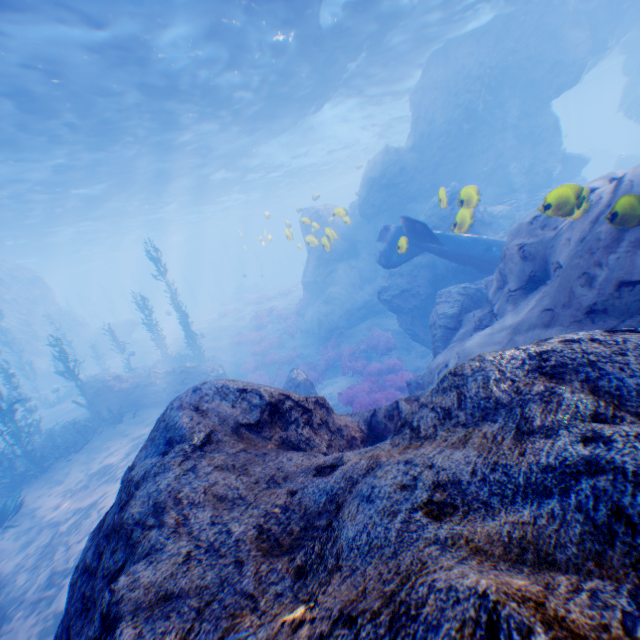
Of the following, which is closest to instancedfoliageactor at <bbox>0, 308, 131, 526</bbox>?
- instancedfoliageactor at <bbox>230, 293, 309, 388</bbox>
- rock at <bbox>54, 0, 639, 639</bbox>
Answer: rock at <bbox>54, 0, 639, 639</bbox>

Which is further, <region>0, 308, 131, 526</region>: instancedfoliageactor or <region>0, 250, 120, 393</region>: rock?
<region>0, 250, 120, 393</region>: rock

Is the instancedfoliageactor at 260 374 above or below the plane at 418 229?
below

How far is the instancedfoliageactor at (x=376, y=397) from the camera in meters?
10.8

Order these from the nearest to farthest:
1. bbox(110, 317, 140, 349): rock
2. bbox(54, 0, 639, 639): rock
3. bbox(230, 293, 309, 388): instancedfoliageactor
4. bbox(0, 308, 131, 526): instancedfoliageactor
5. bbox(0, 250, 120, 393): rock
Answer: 1. bbox(54, 0, 639, 639): rock
2. bbox(0, 308, 131, 526): instancedfoliageactor
3. bbox(230, 293, 309, 388): instancedfoliageactor
4. bbox(0, 250, 120, 393): rock
5. bbox(110, 317, 140, 349): rock

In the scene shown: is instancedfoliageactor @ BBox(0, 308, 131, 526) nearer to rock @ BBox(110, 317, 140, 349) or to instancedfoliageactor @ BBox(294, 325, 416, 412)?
rock @ BBox(110, 317, 140, 349)

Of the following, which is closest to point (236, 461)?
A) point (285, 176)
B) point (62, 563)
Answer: point (62, 563)
